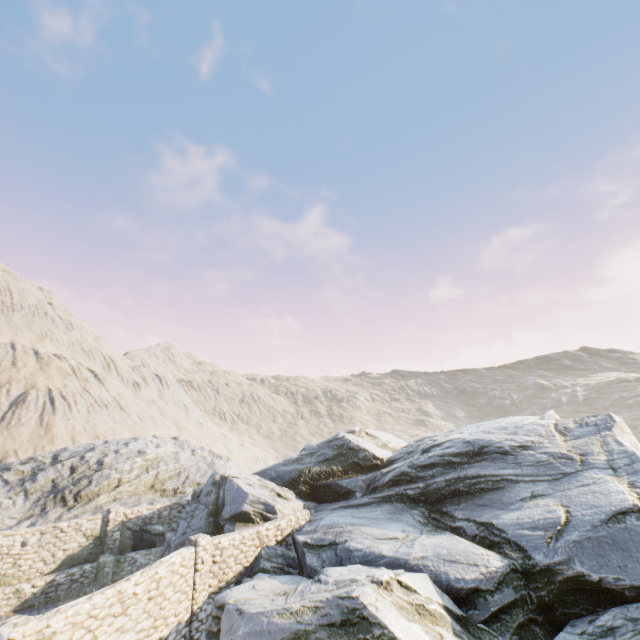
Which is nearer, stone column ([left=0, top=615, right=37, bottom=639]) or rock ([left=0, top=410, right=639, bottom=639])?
stone column ([left=0, top=615, right=37, bottom=639])

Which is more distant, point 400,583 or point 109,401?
point 109,401

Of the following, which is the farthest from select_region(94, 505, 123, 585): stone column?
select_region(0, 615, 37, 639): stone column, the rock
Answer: select_region(0, 615, 37, 639): stone column

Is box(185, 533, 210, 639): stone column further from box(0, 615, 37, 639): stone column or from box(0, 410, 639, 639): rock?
box(0, 615, 37, 639): stone column

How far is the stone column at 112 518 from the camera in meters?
16.0 m

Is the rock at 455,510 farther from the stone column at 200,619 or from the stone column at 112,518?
the stone column at 112,518

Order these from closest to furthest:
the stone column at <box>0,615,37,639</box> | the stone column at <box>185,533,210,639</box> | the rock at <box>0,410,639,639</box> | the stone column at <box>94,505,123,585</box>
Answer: the stone column at <box>0,615,37,639</box>, the rock at <box>0,410,639,639</box>, the stone column at <box>185,533,210,639</box>, the stone column at <box>94,505,123,585</box>

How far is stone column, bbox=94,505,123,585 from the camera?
16.0 meters
